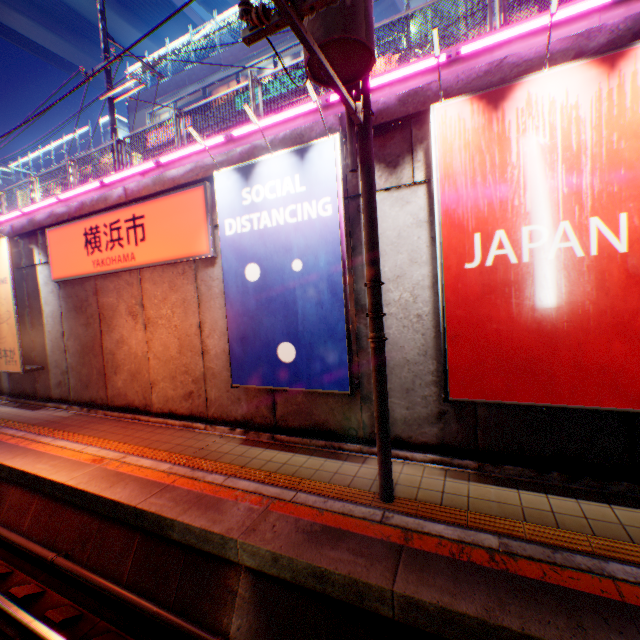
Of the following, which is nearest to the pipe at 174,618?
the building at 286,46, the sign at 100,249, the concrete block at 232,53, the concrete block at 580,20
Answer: the sign at 100,249

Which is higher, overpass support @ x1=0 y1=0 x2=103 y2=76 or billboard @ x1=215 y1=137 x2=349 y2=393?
overpass support @ x1=0 y1=0 x2=103 y2=76

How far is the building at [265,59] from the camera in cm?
1859

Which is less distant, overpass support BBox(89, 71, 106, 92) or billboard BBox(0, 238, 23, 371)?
billboard BBox(0, 238, 23, 371)

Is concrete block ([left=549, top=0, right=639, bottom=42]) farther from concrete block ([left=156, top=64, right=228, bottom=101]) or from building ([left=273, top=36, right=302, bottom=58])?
concrete block ([left=156, top=64, right=228, bottom=101])

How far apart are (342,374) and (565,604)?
3.7 meters

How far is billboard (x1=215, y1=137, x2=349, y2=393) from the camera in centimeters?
554cm

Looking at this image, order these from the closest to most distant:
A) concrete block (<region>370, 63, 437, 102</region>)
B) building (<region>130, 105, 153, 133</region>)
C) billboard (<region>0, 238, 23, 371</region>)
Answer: concrete block (<region>370, 63, 437, 102</region>), billboard (<region>0, 238, 23, 371</region>), building (<region>130, 105, 153, 133</region>)
